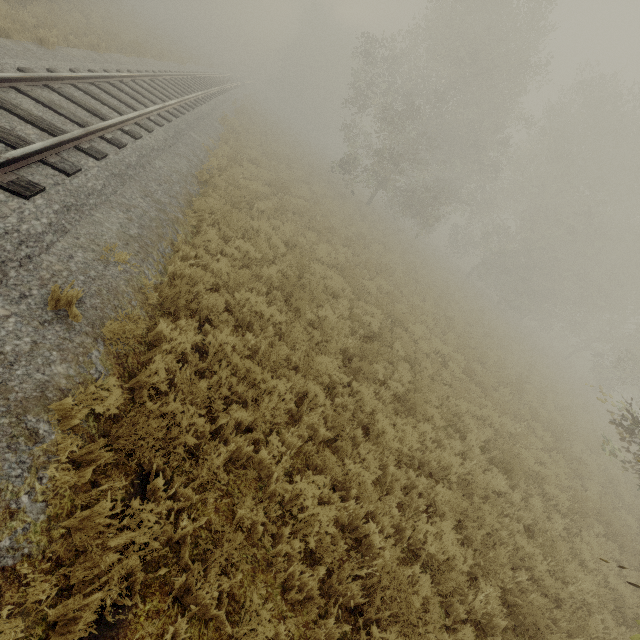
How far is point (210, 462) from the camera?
3.4m
